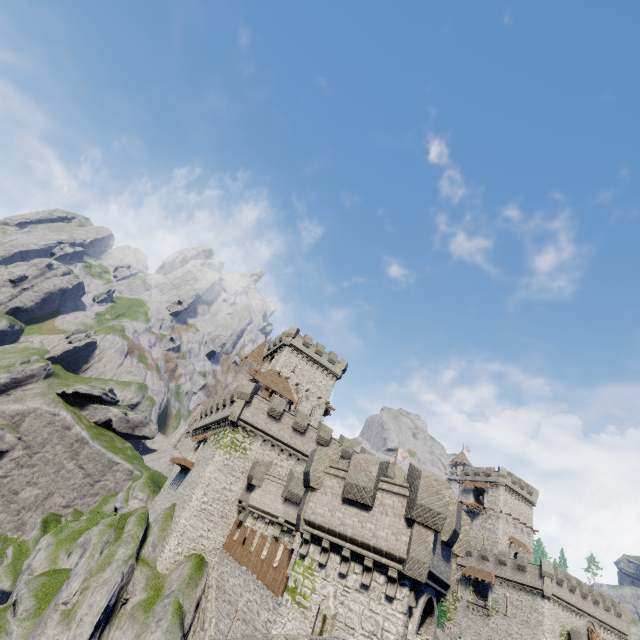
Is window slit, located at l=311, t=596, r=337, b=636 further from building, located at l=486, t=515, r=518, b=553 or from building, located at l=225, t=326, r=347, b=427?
building, located at l=486, t=515, r=518, b=553

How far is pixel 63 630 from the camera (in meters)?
17.89

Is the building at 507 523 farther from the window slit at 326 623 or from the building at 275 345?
the window slit at 326 623

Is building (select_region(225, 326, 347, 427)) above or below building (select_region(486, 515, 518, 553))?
above

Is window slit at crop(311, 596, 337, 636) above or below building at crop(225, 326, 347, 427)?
below

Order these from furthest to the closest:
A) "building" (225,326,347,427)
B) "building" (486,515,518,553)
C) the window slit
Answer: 1. "building" (486,515,518,553)
2. "building" (225,326,347,427)
3. the window slit

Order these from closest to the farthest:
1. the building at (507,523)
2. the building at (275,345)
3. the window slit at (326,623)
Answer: the window slit at (326,623)
the building at (275,345)
the building at (507,523)

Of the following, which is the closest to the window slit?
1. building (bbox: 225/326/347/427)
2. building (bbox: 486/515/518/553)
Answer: building (bbox: 225/326/347/427)
